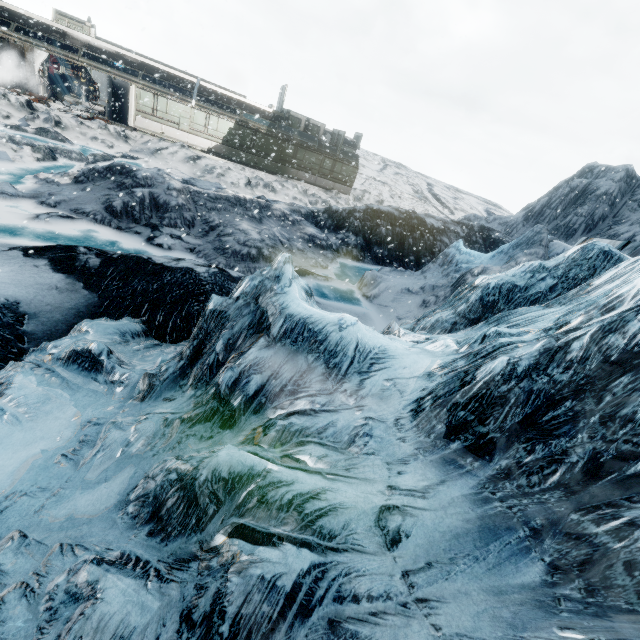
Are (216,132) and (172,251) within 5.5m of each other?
no
